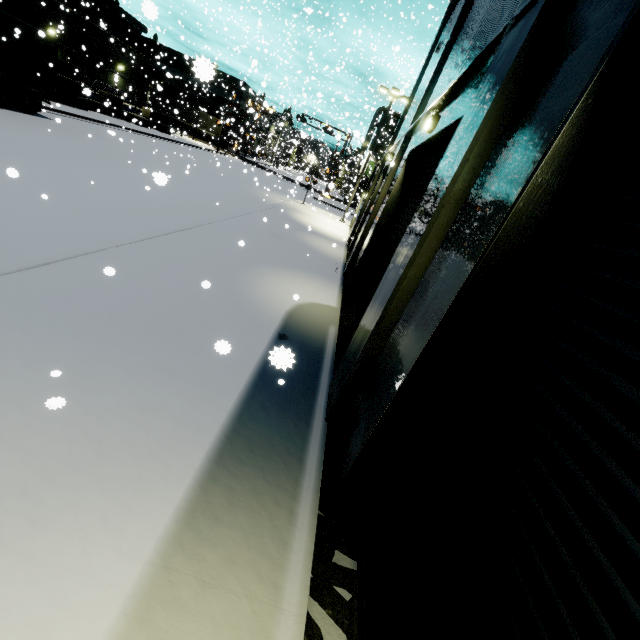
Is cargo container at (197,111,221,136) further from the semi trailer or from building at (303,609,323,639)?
the semi trailer

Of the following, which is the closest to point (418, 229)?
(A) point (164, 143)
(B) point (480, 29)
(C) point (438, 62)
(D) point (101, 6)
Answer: (B) point (480, 29)

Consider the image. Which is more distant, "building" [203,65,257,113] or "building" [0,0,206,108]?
"building" [203,65,257,113]

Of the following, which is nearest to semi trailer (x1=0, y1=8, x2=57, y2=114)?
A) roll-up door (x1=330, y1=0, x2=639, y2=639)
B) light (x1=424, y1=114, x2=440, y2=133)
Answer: roll-up door (x1=330, y1=0, x2=639, y2=639)

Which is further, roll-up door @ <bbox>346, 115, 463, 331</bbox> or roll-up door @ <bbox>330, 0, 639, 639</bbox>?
roll-up door @ <bbox>346, 115, 463, 331</bbox>

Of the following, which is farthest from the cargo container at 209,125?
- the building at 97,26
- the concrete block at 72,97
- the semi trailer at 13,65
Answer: the concrete block at 72,97

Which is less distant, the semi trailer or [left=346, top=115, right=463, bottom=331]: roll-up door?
[left=346, top=115, right=463, bottom=331]: roll-up door

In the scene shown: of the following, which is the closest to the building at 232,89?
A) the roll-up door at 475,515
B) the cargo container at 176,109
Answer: the roll-up door at 475,515
